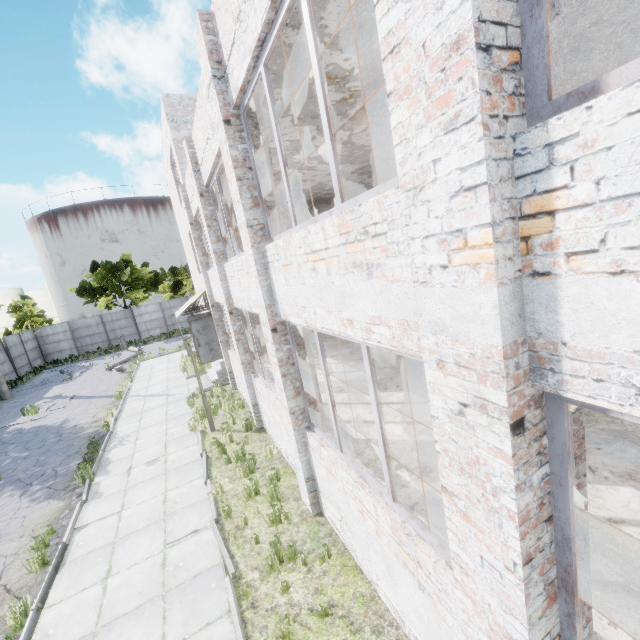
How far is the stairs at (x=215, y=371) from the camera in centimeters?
1567cm

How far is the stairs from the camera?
15.7 meters

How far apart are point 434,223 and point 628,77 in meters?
0.9
